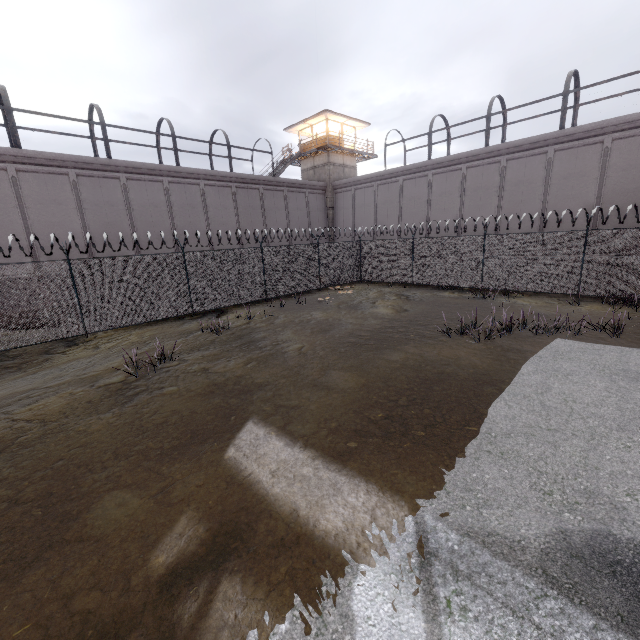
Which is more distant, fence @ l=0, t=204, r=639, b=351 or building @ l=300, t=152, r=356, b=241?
building @ l=300, t=152, r=356, b=241

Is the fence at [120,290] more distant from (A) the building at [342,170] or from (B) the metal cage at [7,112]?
(A) the building at [342,170]

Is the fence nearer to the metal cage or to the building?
the metal cage

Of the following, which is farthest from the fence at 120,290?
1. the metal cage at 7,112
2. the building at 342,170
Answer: the building at 342,170

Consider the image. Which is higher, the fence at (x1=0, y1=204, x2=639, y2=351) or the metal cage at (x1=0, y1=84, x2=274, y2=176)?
the metal cage at (x1=0, y1=84, x2=274, y2=176)

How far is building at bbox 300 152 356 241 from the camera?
30.36m

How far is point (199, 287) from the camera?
14.53m

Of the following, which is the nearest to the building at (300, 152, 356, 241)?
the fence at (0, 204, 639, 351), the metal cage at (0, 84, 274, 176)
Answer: the metal cage at (0, 84, 274, 176)
